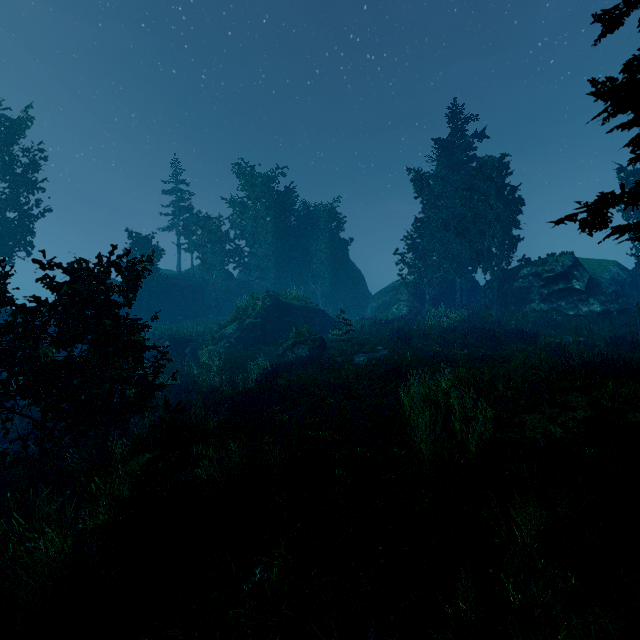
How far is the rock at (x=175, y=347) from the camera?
26.5m

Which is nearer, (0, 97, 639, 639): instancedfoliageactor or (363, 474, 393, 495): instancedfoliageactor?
(0, 97, 639, 639): instancedfoliageactor

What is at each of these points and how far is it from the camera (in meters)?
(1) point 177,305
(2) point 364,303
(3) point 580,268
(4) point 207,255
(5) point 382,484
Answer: (1) rock, 37.91
(2) rock, 46.75
(3) rock, 25.64
(4) instancedfoliageactor, 40.09
(5) instancedfoliageactor, 6.05

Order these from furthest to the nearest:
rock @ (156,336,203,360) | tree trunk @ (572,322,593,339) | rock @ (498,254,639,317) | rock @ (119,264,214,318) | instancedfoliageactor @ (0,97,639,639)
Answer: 1. rock @ (119,264,214,318)
2. rock @ (156,336,203,360)
3. rock @ (498,254,639,317)
4. tree trunk @ (572,322,593,339)
5. instancedfoliageactor @ (0,97,639,639)

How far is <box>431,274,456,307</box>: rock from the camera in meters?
36.1 m

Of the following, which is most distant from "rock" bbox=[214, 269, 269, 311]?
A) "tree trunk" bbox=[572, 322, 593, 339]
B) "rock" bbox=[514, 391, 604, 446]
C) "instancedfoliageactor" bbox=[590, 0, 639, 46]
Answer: "rock" bbox=[514, 391, 604, 446]

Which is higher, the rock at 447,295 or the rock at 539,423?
the rock at 447,295

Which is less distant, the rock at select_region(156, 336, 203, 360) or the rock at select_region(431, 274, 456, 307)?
the rock at select_region(156, 336, 203, 360)
